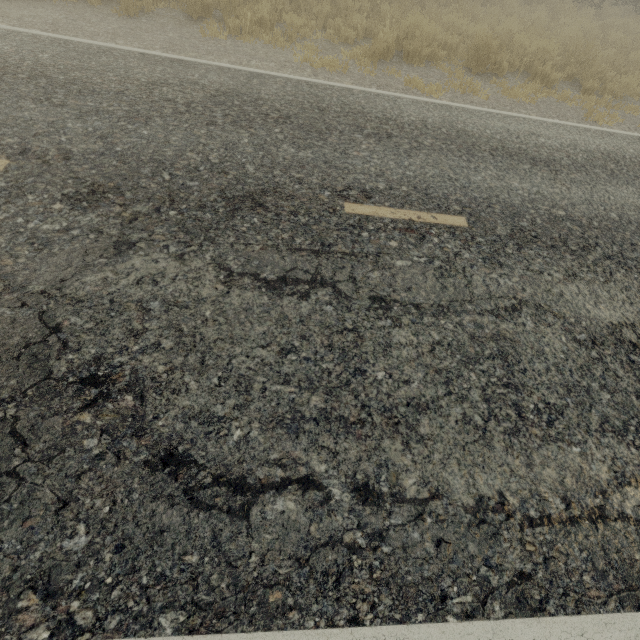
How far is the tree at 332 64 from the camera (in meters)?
6.36

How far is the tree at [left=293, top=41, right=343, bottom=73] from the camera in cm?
636

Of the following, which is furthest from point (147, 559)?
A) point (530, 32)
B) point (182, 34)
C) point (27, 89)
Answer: point (530, 32)
